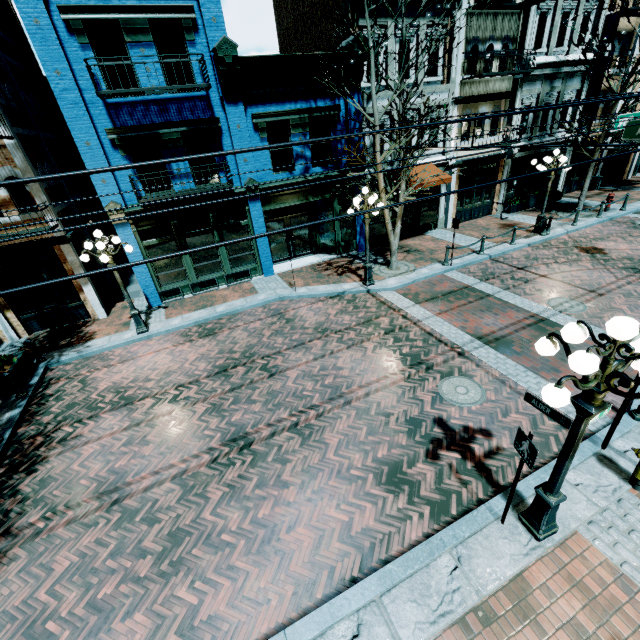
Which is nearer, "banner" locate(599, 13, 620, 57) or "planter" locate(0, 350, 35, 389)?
"planter" locate(0, 350, 35, 389)

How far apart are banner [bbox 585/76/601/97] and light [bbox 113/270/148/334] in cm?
2500

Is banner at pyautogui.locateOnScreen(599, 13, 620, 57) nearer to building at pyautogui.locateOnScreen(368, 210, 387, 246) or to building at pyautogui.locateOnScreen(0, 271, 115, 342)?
building at pyautogui.locateOnScreen(368, 210, 387, 246)

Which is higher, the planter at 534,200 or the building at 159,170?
the building at 159,170

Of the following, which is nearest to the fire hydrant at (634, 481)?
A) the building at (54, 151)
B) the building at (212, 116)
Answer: the building at (212, 116)

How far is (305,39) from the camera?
15.9m

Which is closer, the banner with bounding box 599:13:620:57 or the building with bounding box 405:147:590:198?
the banner with bounding box 599:13:620:57

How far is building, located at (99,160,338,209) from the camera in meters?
11.2 m
